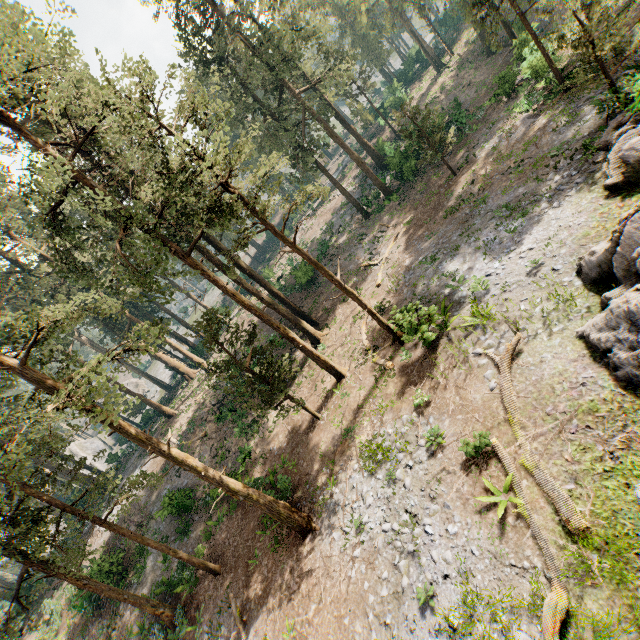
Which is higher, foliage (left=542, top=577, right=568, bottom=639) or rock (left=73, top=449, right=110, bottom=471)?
rock (left=73, top=449, right=110, bottom=471)

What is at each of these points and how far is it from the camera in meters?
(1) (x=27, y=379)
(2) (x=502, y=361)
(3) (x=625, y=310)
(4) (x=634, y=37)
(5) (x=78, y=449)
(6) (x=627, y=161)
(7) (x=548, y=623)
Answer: (1) foliage, 11.5 m
(2) foliage, 12.6 m
(3) rock, 9.1 m
(4) foliage, 14.5 m
(5) rock, 60.0 m
(6) rock, 13.0 m
(7) foliage, 7.1 m

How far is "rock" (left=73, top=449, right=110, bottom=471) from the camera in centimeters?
4113cm

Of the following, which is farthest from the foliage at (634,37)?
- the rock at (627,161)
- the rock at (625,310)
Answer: the rock at (627,161)

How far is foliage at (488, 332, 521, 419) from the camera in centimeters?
1116cm

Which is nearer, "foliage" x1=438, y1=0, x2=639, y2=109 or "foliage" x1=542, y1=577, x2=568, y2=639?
"foliage" x1=542, y1=577, x2=568, y2=639

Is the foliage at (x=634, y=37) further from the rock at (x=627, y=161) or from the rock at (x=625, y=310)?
the rock at (x=627, y=161)

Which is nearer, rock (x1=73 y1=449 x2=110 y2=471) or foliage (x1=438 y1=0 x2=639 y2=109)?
foliage (x1=438 y1=0 x2=639 y2=109)
